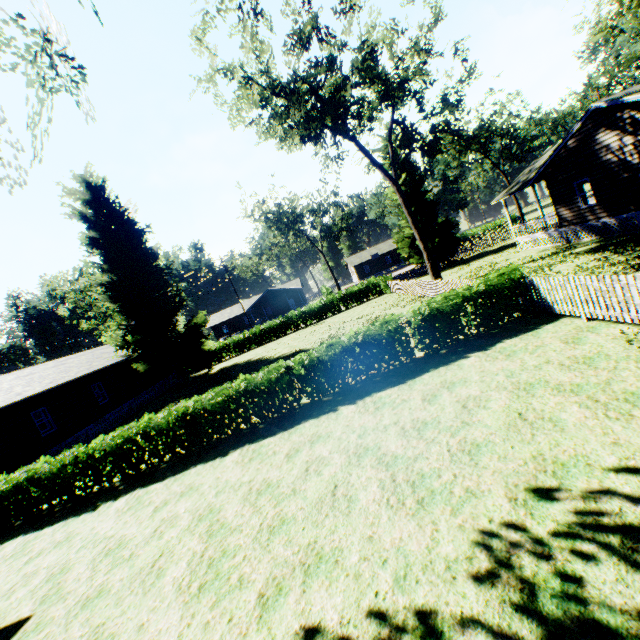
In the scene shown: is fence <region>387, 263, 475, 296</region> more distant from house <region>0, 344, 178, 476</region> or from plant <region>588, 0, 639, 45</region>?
house <region>0, 344, 178, 476</region>

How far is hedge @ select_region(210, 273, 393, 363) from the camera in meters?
36.2 m

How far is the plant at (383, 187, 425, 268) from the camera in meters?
34.5 m

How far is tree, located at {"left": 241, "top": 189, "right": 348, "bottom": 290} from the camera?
49.2m

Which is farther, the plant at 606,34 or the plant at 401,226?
the plant at 401,226

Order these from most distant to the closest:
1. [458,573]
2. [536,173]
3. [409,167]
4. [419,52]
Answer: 1. [409,167]
2. [419,52]
3. [536,173]
4. [458,573]

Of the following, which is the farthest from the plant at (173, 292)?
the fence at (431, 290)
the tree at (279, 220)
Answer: the tree at (279, 220)
